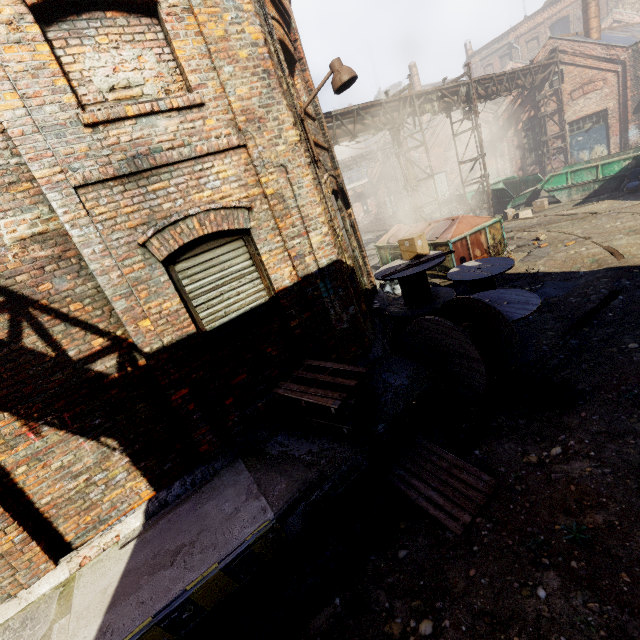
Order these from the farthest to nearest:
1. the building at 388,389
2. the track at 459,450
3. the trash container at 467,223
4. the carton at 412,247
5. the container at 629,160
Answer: the container at 629,160
the trash container at 467,223
the carton at 412,247
the track at 459,450
the building at 388,389

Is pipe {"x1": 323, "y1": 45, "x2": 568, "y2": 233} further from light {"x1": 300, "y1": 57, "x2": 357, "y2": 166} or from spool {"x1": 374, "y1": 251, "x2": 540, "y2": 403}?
light {"x1": 300, "y1": 57, "x2": 357, "y2": 166}

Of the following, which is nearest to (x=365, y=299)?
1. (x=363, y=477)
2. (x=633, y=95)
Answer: (x=363, y=477)

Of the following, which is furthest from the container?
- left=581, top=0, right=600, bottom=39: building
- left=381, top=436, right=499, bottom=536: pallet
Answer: left=381, top=436, right=499, bottom=536: pallet

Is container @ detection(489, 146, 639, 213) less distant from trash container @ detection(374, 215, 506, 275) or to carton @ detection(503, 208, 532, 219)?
carton @ detection(503, 208, 532, 219)

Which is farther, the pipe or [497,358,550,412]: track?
the pipe

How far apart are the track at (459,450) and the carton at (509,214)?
13.51m

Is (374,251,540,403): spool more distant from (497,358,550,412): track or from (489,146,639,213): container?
(489,146,639,213): container
